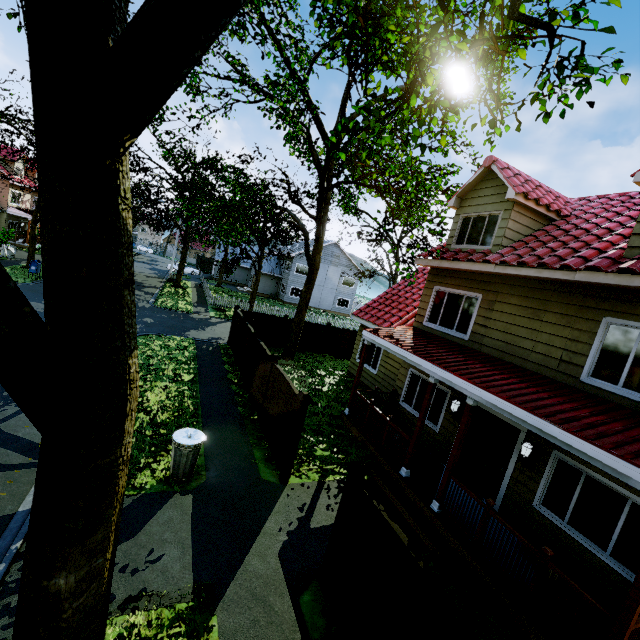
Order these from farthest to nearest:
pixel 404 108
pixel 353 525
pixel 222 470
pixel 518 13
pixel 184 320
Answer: pixel 184 320 → pixel 222 470 → pixel 404 108 → pixel 353 525 → pixel 518 13

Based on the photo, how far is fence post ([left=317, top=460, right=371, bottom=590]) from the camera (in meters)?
4.98

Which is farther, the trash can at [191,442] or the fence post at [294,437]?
the fence post at [294,437]

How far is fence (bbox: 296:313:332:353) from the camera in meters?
19.3 m

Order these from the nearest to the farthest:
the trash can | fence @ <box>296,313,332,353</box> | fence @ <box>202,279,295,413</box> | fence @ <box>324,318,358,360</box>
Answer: the trash can → fence @ <box>202,279,295,413</box> → fence @ <box>296,313,332,353</box> → fence @ <box>324,318,358,360</box>

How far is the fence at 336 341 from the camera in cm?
2011

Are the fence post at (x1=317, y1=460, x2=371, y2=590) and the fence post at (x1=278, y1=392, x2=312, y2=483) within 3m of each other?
yes

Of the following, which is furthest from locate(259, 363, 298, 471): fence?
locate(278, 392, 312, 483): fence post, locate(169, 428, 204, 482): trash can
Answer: locate(169, 428, 204, 482): trash can
